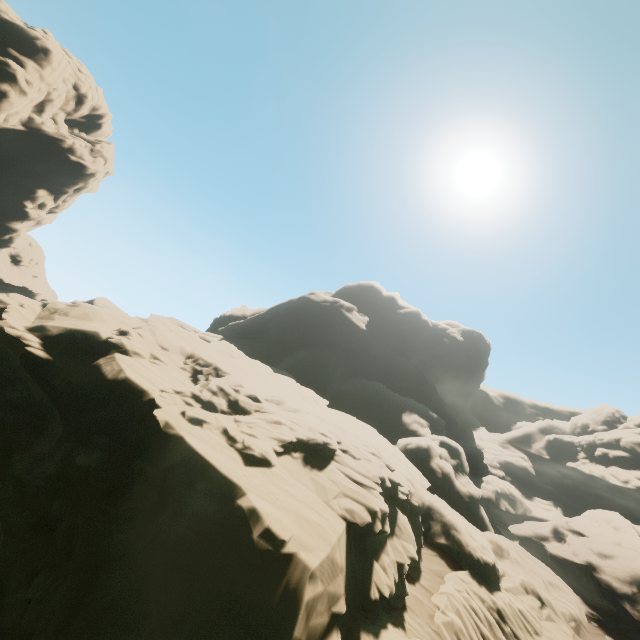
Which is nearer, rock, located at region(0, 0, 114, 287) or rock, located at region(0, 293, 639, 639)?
rock, located at region(0, 293, 639, 639)

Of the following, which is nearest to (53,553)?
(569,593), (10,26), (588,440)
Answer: (569,593)

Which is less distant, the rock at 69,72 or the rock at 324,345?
the rock at 324,345
